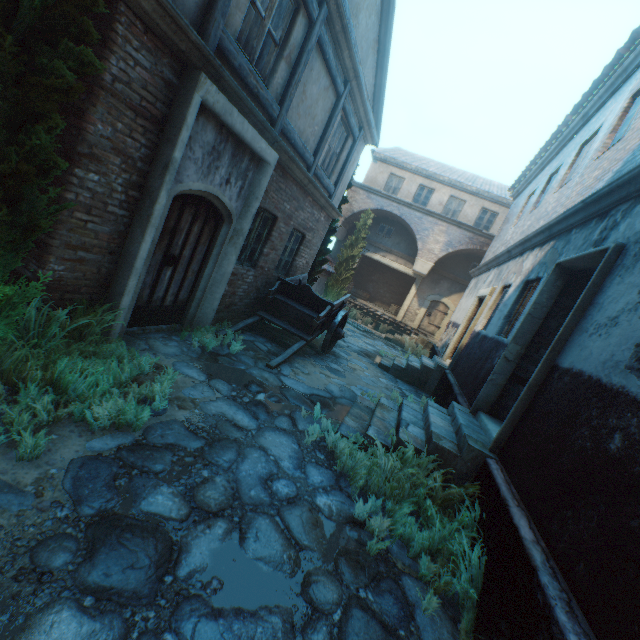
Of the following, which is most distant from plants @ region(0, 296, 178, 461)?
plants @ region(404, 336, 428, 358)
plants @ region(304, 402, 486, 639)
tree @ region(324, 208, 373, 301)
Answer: plants @ region(404, 336, 428, 358)

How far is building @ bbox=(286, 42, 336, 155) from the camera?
6.04m

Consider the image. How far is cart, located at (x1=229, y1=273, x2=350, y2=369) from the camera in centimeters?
752cm

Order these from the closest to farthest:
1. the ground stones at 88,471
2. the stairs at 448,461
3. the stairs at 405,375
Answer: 1. the ground stones at 88,471
2. the stairs at 448,461
3. the stairs at 405,375

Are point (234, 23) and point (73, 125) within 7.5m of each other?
yes

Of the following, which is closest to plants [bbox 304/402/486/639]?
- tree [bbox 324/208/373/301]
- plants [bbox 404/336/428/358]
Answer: tree [bbox 324/208/373/301]

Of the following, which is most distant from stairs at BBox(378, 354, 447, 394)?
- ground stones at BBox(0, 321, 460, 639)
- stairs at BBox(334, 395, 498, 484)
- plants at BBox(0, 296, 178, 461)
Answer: plants at BBox(0, 296, 178, 461)

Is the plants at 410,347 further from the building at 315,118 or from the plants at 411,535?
the plants at 411,535
